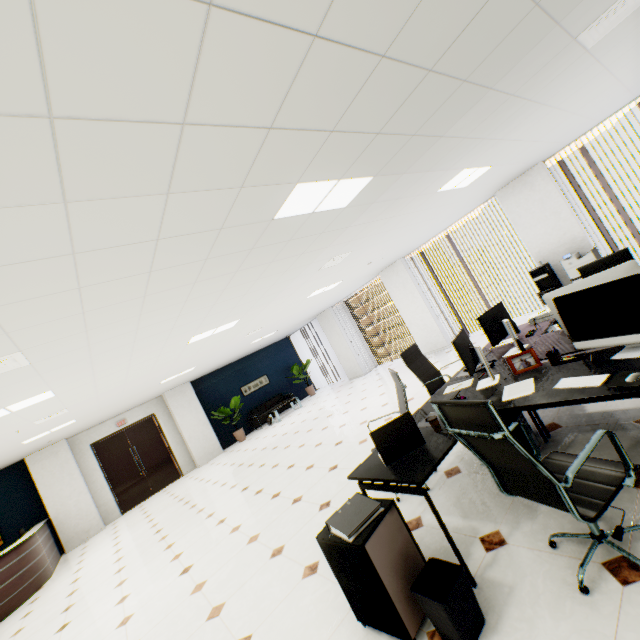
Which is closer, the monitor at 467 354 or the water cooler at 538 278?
the monitor at 467 354

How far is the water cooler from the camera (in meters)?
6.70

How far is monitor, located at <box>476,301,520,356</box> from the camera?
3.39m

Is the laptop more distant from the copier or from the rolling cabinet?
the copier

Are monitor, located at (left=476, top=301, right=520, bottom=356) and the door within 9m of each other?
no

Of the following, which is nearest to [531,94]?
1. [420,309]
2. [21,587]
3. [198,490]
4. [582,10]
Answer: [582,10]

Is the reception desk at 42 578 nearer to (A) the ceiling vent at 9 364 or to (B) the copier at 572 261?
(A) the ceiling vent at 9 364

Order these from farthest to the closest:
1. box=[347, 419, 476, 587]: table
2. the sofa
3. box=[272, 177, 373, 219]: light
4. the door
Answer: the sofa → the door → box=[272, 177, 373, 219]: light → box=[347, 419, 476, 587]: table
